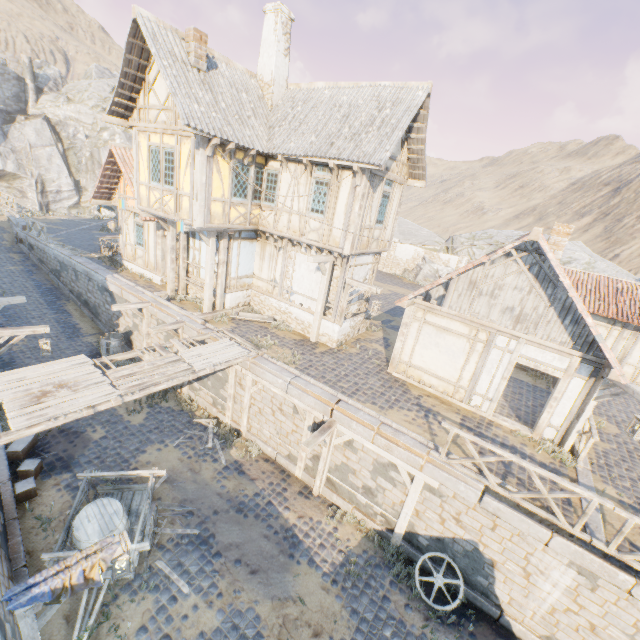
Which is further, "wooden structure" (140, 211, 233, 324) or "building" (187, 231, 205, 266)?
"building" (187, 231, 205, 266)

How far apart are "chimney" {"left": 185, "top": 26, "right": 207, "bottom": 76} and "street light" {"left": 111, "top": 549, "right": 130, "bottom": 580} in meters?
13.5

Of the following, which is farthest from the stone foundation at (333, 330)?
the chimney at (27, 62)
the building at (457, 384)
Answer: the chimney at (27, 62)

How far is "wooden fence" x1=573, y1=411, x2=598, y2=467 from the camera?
8.9m

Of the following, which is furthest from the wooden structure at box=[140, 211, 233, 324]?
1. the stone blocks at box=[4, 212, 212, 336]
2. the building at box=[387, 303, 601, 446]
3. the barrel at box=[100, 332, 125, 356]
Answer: A: the building at box=[387, 303, 601, 446]

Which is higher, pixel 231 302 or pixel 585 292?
pixel 585 292

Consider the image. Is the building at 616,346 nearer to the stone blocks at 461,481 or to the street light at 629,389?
the stone blocks at 461,481

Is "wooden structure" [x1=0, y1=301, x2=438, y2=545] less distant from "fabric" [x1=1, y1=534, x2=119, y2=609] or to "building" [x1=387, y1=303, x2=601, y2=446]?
"fabric" [x1=1, y1=534, x2=119, y2=609]
